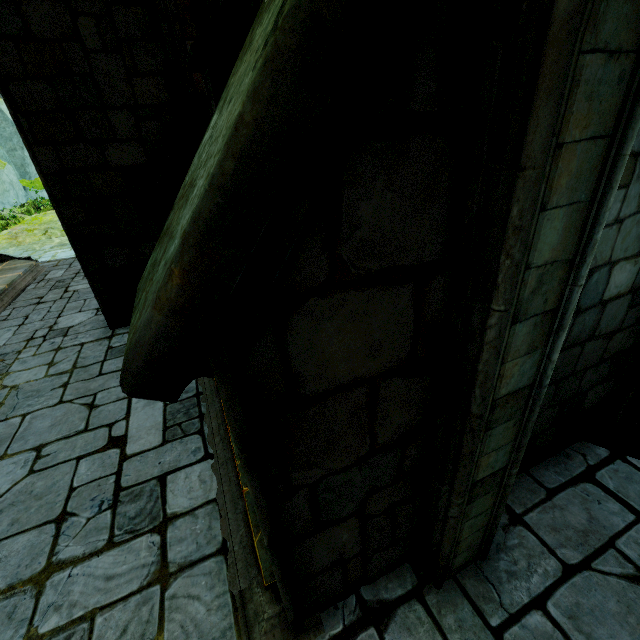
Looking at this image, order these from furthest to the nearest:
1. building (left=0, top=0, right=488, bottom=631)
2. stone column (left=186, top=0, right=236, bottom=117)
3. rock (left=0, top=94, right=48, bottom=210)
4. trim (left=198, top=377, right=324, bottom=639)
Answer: rock (left=0, top=94, right=48, bottom=210) → stone column (left=186, top=0, right=236, bottom=117) → trim (left=198, top=377, right=324, bottom=639) → building (left=0, top=0, right=488, bottom=631)

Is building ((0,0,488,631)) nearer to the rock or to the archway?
the archway

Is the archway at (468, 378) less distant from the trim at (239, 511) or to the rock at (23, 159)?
the trim at (239, 511)

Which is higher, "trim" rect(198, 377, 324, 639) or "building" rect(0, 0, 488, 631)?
"building" rect(0, 0, 488, 631)

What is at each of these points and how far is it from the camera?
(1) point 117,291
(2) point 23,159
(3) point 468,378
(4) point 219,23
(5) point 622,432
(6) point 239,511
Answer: (1) building, 6.3 meters
(2) rock, 19.2 meters
(3) archway, 1.5 meters
(4) stone column, 3.1 meters
(5) building, 3.8 meters
(6) trim, 2.9 meters

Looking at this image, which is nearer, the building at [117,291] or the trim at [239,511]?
the building at [117,291]

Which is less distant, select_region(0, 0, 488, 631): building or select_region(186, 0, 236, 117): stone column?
select_region(0, 0, 488, 631): building

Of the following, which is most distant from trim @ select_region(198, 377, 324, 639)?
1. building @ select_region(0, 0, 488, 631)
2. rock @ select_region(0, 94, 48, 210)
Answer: rock @ select_region(0, 94, 48, 210)
